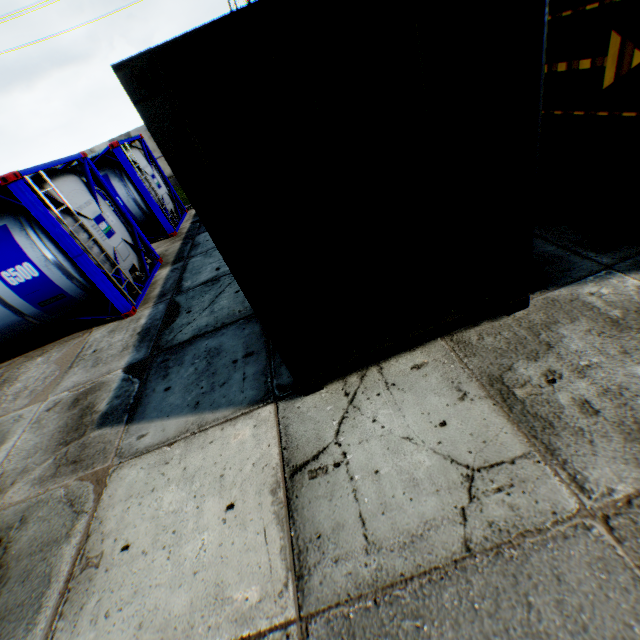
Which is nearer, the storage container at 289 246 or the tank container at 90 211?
the storage container at 289 246

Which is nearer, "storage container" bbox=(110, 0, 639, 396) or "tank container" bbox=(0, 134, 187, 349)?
"storage container" bbox=(110, 0, 639, 396)

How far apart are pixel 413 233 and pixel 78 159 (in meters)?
8.25
